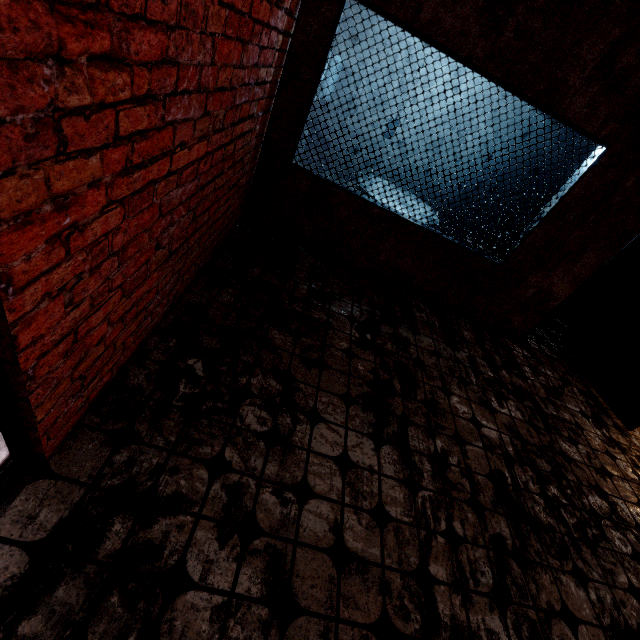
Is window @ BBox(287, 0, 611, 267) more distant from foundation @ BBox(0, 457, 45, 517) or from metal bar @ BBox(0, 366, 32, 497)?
metal bar @ BBox(0, 366, 32, 497)

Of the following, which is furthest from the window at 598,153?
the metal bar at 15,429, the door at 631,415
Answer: the metal bar at 15,429

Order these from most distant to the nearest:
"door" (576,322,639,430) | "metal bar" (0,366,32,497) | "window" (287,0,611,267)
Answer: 1. "door" (576,322,639,430)
2. "window" (287,0,611,267)
3. "metal bar" (0,366,32,497)

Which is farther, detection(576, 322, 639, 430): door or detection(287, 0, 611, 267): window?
detection(576, 322, 639, 430): door

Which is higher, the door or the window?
the window

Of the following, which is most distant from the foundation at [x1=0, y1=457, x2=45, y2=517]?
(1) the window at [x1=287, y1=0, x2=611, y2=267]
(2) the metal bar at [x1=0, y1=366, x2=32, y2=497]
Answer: (1) the window at [x1=287, y1=0, x2=611, y2=267]

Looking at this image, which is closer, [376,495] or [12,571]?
[12,571]

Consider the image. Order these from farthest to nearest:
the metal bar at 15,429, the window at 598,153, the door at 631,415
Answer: the door at 631,415 → the window at 598,153 → the metal bar at 15,429
